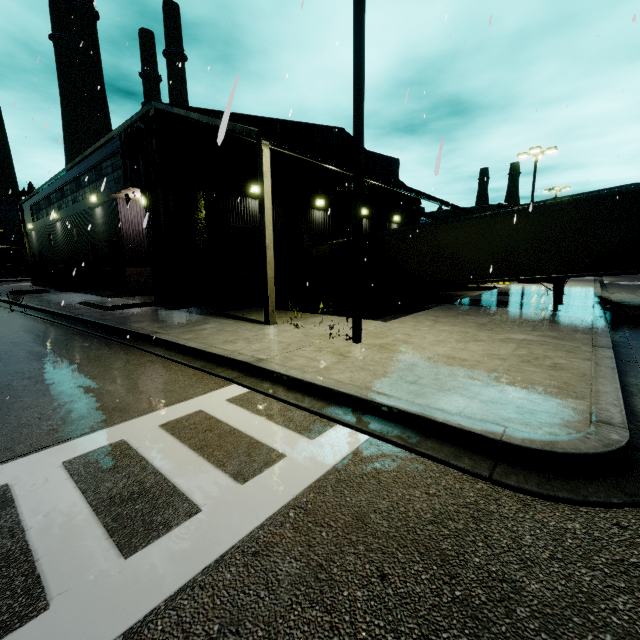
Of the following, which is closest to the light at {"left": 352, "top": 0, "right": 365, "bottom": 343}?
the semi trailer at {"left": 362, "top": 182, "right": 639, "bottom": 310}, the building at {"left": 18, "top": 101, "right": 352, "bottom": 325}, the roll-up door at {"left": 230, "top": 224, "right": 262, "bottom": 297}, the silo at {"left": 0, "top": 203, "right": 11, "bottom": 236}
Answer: the building at {"left": 18, "top": 101, "right": 352, "bottom": 325}

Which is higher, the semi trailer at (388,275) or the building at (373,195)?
the building at (373,195)

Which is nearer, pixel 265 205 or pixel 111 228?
pixel 265 205

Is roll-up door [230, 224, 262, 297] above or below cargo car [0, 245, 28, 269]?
below

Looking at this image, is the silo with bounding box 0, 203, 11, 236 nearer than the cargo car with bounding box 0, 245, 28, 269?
No

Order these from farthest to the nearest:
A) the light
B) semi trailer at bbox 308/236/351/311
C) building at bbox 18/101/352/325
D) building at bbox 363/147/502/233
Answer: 1. semi trailer at bbox 308/236/351/311
2. building at bbox 363/147/502/233
3. building at bbox 18/101/352/325
4. the light

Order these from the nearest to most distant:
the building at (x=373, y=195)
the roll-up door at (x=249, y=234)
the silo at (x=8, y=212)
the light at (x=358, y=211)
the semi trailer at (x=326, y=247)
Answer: the light at (x=358, y=211)
the roll-up door at (x=249, y=234)
the building at (x=373, y=195)
the semi trailer at (x=326, y=247)
the silo at (x=8, y=212)

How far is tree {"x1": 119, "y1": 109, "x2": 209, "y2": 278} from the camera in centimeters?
1238cm
